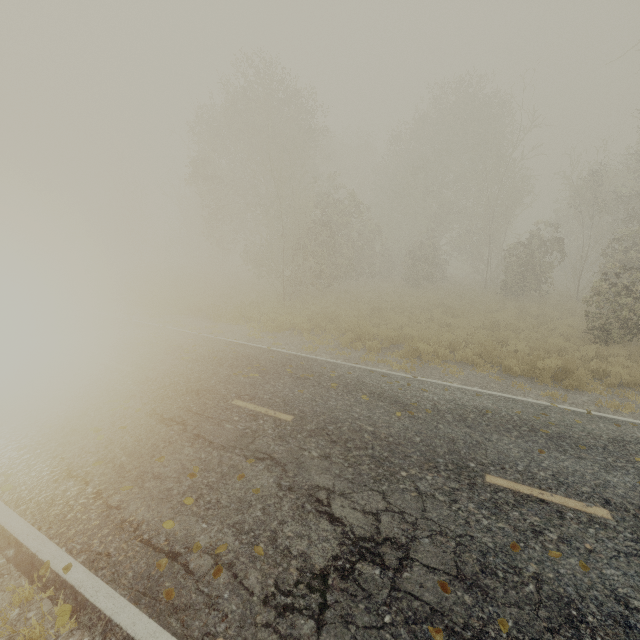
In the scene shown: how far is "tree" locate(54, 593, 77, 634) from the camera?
3.1m

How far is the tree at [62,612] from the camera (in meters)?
3.10

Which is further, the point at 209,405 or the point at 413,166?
the point at 413,166
